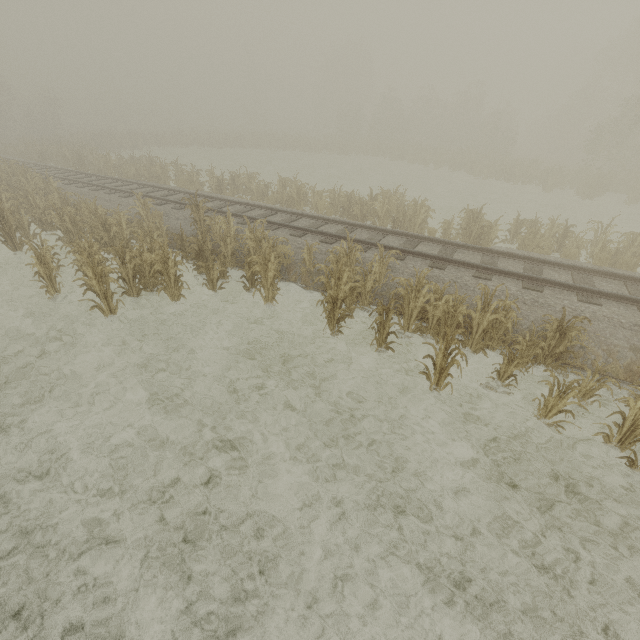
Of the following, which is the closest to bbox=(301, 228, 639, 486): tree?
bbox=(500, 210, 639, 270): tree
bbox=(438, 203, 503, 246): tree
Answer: bbox=(438, 203, 503, 246): tree

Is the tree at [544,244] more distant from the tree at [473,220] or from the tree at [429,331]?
the tree at [429,331]

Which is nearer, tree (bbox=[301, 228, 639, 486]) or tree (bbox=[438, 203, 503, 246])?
tree (bbox=[301, 228, 639, 486])

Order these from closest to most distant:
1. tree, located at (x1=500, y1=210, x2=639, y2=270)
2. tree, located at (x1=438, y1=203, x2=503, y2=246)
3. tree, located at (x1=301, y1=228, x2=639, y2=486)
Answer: tree, located at (x1=301, y1=228, x2=639, y2=486) < tree, located at (x1=500, y1=210, x2=639, y2=270) < tree, located at (x1=438, y1=203, x2=503, y2=246)

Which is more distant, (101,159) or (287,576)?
(101,159)

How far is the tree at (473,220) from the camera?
12.0 meters
